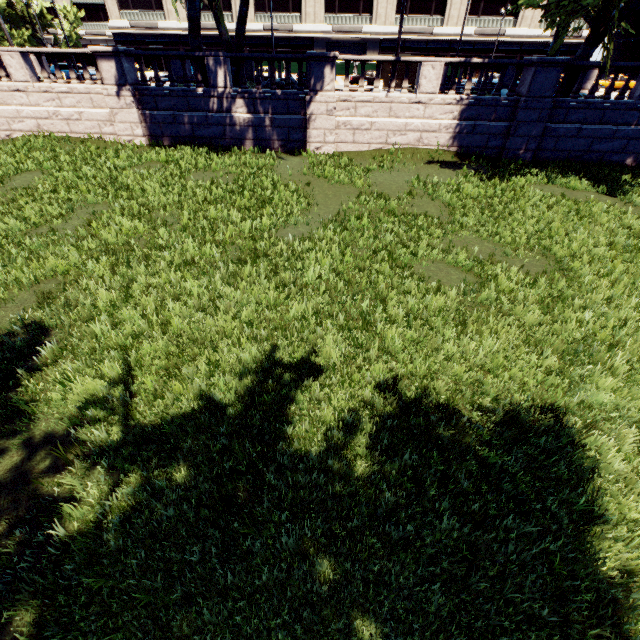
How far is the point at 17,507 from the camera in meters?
3.4

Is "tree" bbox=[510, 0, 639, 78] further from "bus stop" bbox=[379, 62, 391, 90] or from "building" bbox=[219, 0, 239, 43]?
"building" bbox=[219, 0, 239, 43]

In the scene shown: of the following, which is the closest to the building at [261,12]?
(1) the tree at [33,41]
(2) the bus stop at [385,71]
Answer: (1) the tree at [33,41]

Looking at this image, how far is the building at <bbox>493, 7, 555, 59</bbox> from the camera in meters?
44.1 m

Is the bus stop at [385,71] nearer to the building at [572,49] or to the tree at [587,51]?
the tree at [587,51]

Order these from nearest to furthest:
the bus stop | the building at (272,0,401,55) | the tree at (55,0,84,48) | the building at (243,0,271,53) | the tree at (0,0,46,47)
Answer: the bus stop → the building at (272,0,401,55) → the building at (243,0,271,53) → the tree at (0,0,46,47) → the tree at (55,0,84,48)
